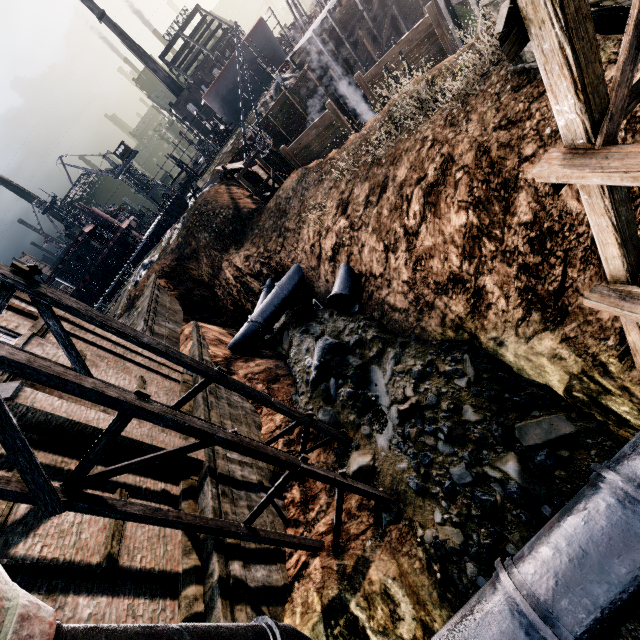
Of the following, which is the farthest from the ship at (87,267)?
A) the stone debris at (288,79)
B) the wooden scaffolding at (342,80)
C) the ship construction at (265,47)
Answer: the wooden scaffolding at (342,80)

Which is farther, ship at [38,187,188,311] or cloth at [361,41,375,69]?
ship at [38,187,188,311]

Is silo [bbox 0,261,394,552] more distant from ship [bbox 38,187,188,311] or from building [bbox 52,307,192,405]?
ship [bbox 38,187,188,311]

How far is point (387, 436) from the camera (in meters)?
12.63

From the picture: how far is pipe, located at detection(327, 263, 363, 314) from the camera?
16.06m

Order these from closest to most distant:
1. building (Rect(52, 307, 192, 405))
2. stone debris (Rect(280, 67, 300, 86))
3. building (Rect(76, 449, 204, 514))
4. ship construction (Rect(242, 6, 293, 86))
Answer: building (Rect(76, 449, 204, 514)) → building (Rect(52, 307, 192, 405)) → stone debris (Rect(280, 67, 300, 86)) → ship construction (Rect(242, 6, 293, 86))

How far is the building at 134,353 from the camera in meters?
13.5 m

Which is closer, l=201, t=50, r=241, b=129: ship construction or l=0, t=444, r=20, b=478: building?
l=0, t=444, r=20, b=478: building
